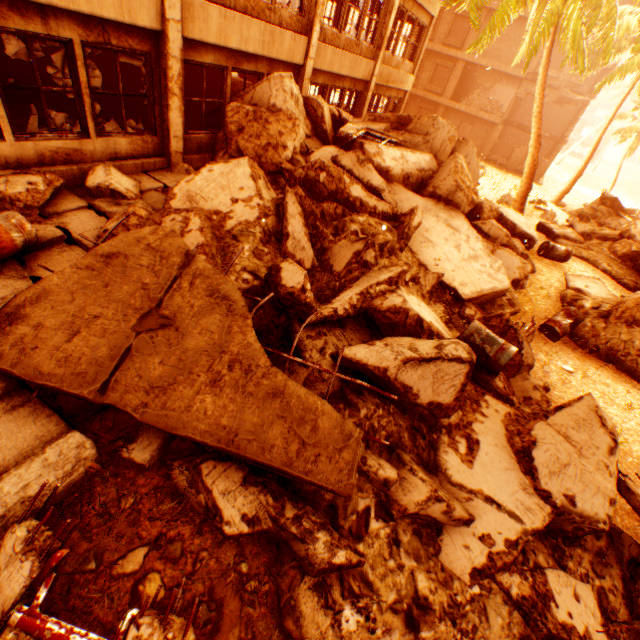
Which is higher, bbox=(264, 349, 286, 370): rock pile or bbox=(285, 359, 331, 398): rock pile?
bbox=(285, 359, 331, 398): rock pile

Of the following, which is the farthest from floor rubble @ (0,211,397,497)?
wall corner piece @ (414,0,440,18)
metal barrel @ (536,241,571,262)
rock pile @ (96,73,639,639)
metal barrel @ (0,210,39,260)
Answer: wall corner piece @ (414,0,440,18)

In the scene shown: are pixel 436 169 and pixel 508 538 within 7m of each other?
no

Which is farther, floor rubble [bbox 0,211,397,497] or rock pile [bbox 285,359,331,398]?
rock pile [bbox 285,359,331,398]

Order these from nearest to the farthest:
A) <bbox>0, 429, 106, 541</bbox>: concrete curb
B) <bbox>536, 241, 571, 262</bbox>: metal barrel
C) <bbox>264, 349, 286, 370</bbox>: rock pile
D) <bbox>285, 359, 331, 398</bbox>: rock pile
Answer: <bbox>0, 429, 106, 541</bbox>: concrete curb → <bbox>285, 359, 331, 398</bbox>: rock pile → <bbox>264, 349, 286, 370</bbox>: rock pile → <bbox>536, 241, 571, 262</bbox>: metal barrel

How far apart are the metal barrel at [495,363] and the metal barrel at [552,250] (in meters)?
6.40

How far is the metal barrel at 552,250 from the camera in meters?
10.5 m
